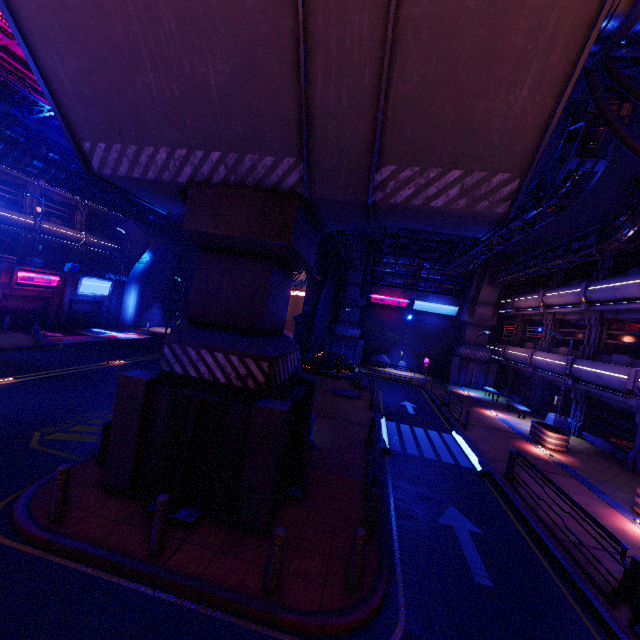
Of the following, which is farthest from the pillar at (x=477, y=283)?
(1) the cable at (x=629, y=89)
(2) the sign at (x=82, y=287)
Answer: (2) the sign at (x=82, y=287)

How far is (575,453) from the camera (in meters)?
16.03

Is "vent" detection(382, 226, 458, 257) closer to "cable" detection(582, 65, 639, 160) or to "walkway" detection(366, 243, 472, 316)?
"walkway" detection(366, 243, 472, 316)

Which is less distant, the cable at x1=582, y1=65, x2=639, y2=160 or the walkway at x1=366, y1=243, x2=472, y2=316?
the cable at x1=582, y1=65, x2=639, y2=160

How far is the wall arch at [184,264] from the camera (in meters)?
38.53

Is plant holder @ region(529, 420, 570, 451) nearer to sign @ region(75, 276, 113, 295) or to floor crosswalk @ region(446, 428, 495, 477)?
floor crosswalk @ region(446, 428, 495, 477)

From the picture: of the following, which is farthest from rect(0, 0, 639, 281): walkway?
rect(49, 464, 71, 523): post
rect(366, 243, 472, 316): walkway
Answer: rect(49, 464, 71, 523): post

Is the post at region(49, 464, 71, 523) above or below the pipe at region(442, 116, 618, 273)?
below
